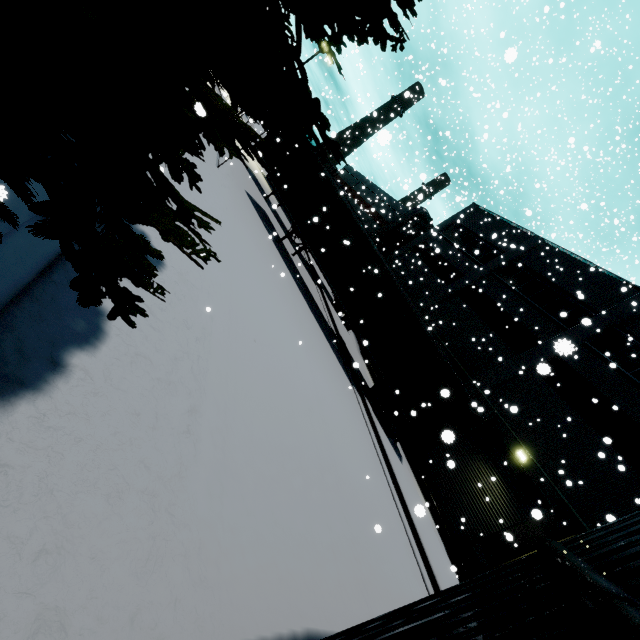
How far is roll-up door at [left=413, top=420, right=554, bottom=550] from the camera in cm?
1420

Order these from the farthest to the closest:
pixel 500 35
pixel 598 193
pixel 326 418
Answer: pixel 598 193 < pixel 500 35 < pixel 326 418

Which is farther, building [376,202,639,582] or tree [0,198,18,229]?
building [376,202,639,582]

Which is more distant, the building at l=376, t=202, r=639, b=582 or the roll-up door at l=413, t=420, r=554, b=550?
the roll-up door at l=413, t=420, r=554, b=550

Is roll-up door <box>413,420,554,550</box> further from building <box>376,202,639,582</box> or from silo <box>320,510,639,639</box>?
silo <box>320,510,639,639</box>

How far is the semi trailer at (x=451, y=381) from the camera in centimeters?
1330cm

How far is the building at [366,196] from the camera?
36.1m

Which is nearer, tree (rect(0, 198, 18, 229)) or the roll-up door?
tree (rect(0, 198, 18, 229))
